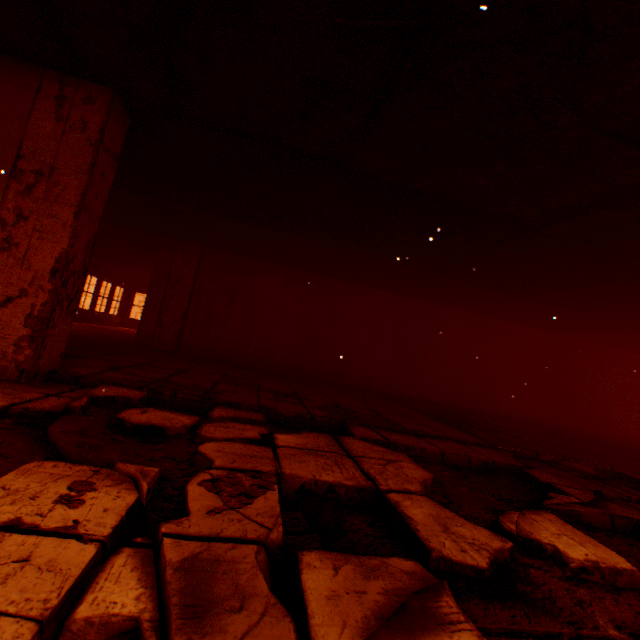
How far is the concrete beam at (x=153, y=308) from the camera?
7.5 meters

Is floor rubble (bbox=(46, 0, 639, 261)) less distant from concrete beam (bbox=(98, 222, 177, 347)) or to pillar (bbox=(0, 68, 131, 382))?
pillar (bbox=(0, 68, 131, 382))

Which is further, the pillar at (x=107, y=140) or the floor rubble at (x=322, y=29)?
the pillar at (x=107, y=140)

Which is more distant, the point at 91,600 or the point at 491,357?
the point at 491,357

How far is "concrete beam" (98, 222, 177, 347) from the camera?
7.5 meters

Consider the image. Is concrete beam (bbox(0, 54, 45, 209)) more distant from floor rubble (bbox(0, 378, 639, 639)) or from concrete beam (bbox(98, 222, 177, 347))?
concrete beam (bbox(98, 222, 177, 347))

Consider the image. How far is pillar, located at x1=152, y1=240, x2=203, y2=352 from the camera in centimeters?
757cm

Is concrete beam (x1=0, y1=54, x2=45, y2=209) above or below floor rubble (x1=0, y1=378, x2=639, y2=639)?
above
